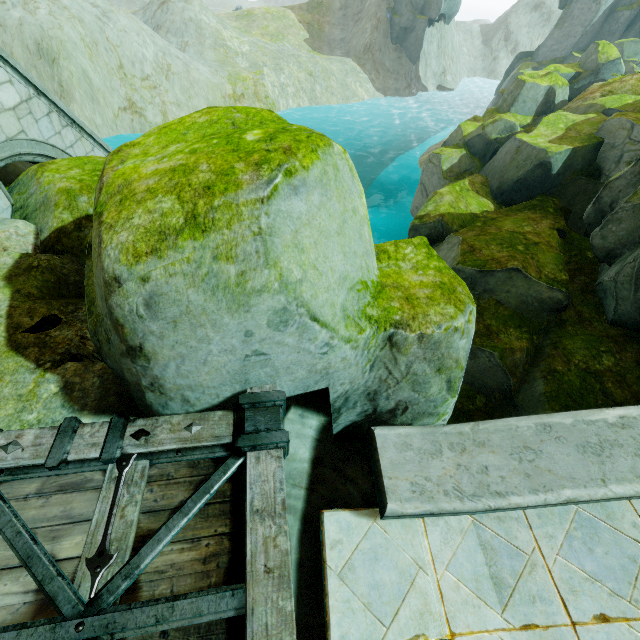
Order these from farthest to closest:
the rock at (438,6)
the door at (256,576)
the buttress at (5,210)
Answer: the rock at (438,6), the buttress at (5,210), the door at (256,576)

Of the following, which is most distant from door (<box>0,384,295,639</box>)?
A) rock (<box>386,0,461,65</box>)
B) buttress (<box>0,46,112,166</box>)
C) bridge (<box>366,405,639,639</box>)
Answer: buttress (<box>0,46,112,166</box>)

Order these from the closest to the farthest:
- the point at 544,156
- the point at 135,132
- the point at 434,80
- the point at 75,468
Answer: the point at 75,468
the point at 544,156
the point at 135,132
the point at 434,80

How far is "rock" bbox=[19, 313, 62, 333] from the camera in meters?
3.9 m

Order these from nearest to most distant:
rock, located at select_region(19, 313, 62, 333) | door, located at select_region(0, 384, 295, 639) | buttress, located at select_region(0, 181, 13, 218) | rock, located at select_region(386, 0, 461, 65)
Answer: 1. door, located at select_region(0, 384, 295, 639)
2. rock, located at select_region(19, 313, 62, 333)
3. buttress, located at select_region(0, 181, 13, 218)
4. rock, located at select_region(386, 0, 461, 65)

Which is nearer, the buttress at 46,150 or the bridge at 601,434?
the bridge at 601,434
